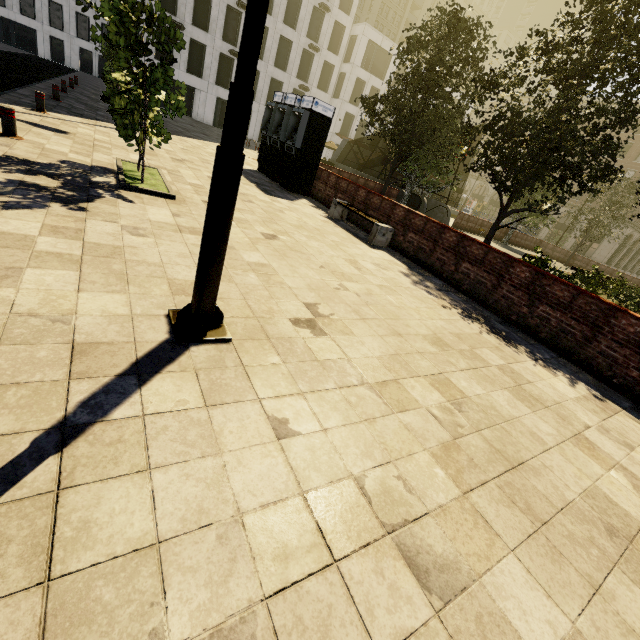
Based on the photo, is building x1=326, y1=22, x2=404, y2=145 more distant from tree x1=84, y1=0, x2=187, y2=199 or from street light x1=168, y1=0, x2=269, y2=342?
street light x1=168, y1=0, x2=269, y2=342

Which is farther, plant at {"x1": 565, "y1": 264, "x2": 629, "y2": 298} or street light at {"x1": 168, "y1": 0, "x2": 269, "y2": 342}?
plant at {"x1": 565, "y1": 264, "x2": 629, "y2": 298}

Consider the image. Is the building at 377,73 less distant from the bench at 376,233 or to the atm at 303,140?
the atm at 303,140

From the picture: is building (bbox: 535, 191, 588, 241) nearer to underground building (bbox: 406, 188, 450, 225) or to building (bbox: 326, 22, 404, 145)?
building (bbox: 326, 22, 404, 145)

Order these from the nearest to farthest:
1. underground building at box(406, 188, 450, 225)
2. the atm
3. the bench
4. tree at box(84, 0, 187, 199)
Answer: tree at box(84, 0, 187, 199) → the bench → the atm → underground building at box(406, 188, 450, 225)

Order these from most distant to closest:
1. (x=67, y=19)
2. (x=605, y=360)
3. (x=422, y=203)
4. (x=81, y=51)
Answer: (x=81, y=51)
(x=67, y=19)
(x=422, y=203)
(x=605, y=360)

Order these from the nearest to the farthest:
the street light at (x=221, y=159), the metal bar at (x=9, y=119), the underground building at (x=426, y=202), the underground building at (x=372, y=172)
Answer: the street light at (x=221, y=159)
the metal bar at (x=9, y=119)
the underground building at (x=426, y=202)
the underground building at (x=372, y=172)

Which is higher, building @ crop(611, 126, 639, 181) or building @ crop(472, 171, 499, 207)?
building @ crop(611, 126, 639, 181)
